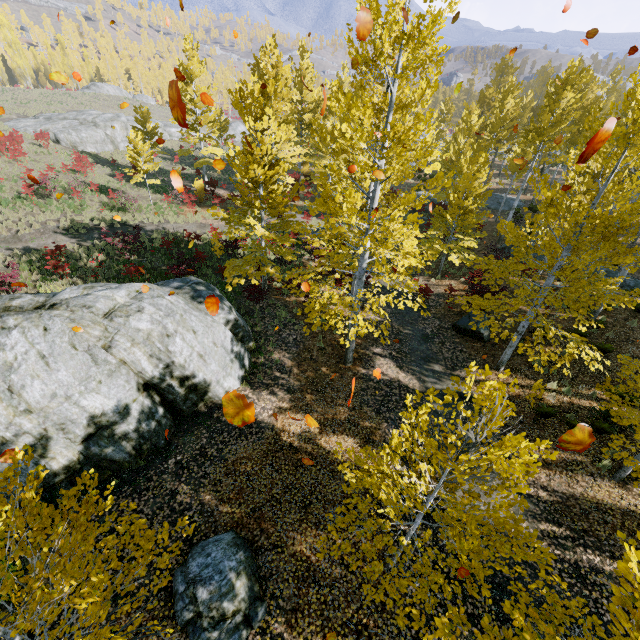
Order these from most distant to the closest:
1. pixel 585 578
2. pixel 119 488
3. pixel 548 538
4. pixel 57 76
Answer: pixel 119 488 → pixel 548 538 → pixel 585 578 → pixel 57 76

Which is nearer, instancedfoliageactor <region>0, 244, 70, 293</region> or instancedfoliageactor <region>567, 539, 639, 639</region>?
instancedfoliageactor <region>567, 539, 639, 639</region>

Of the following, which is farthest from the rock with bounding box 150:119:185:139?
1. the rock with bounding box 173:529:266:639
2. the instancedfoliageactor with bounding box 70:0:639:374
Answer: the rock with bounding box 173:529:266:639

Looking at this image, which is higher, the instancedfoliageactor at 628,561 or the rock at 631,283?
the instancedfoliageactor at 628,561

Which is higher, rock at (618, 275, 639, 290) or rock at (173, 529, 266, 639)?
rock at (618, 275, 639, 290)

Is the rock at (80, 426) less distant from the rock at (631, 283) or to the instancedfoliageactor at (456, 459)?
the instancedfoliageactor at (456, 459)

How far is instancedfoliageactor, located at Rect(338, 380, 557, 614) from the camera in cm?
353

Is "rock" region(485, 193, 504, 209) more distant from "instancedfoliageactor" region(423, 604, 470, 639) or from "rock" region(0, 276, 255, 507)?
"rock" region(0, 276, 255, 507)
